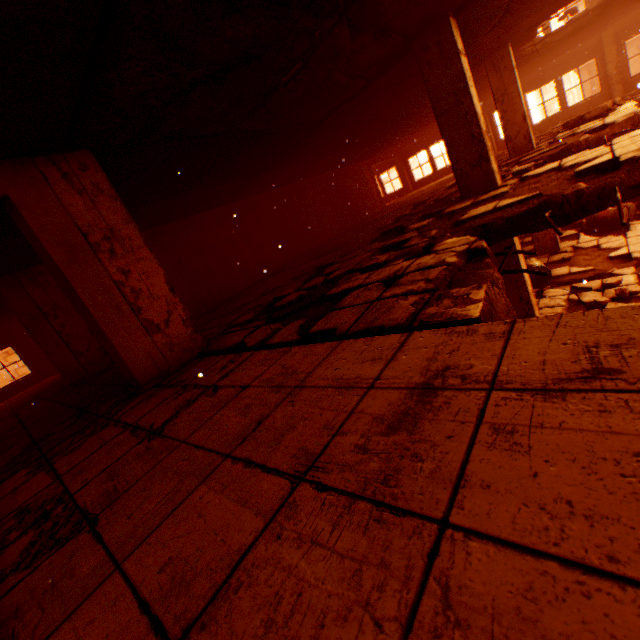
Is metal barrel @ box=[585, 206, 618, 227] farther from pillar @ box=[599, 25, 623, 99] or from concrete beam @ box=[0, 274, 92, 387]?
concrete beam @ box=[0, 274, 92, 387]

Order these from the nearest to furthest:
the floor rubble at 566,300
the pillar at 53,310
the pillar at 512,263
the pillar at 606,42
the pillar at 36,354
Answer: the pillar at 512,263, the floor rubble at 566,300, the pillar at 53,310, the pillar at 606,42, the pillar at 36,354

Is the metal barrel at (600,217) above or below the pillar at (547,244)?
below

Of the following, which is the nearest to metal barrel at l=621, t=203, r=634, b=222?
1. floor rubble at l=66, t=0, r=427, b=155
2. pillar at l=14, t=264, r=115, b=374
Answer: floor rubble at l=66, t=0, r=427, b=155

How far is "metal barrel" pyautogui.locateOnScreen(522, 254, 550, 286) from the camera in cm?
794

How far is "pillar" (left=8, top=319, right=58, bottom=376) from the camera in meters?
13.8 m

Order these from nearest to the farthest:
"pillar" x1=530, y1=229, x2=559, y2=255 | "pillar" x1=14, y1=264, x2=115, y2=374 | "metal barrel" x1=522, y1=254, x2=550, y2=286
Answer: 1. "pillar" x1=14, y1=264, x2=115, y2=374
2. "metal barrel" x1=522, y1=254, x2=550, y2=286
3. "pillar" x1=530, y1=229, x2=559, y2=255

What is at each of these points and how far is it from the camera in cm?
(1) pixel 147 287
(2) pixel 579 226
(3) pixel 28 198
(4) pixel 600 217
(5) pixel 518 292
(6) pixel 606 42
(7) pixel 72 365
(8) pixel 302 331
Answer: (1) pillar, 388
(2) floor rubble, 1134
(3) concrete beam, 320
(4) metal barrel, 1004
(5) pillar, 603
(6) pillar, 1330
(7) concrete beam, 723
(8) floor rubble, 320
